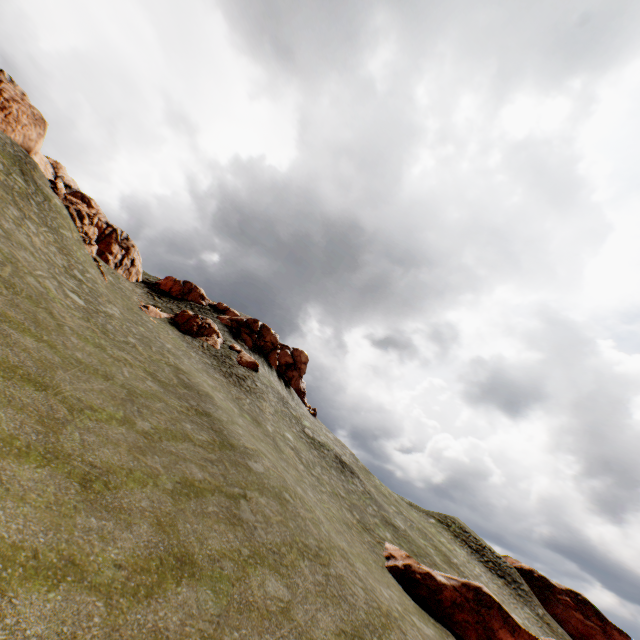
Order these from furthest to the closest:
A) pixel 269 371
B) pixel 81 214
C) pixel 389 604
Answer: pixel 269 371
pixel 81 214
pixel 389 604

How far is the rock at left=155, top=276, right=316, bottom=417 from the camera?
47.8 meters

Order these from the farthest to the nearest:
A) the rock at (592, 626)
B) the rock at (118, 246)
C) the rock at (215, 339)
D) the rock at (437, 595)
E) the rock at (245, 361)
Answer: the rock at (592, 626) → the rock at (245, 361) → the rock at (215, 339) → the rock at (118, 246) → the rock at (437, 595)

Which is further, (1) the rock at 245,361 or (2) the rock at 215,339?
(1) the rock at 245,361

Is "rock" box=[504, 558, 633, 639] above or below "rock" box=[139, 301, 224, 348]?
below

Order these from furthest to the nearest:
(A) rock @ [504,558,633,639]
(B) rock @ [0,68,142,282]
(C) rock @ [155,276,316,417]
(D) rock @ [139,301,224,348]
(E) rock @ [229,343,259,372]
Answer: (A) rock @ [504,558,633,639] < (C) rock @ [155,276,316,417] < (E) rock @ [229,343,259,372] < (D) rock @ [139,301,224,348] < (B) rock @ [0,68,142,282]

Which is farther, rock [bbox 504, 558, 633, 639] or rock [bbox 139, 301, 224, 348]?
rock [bbox 504, 558, 633, 639]
